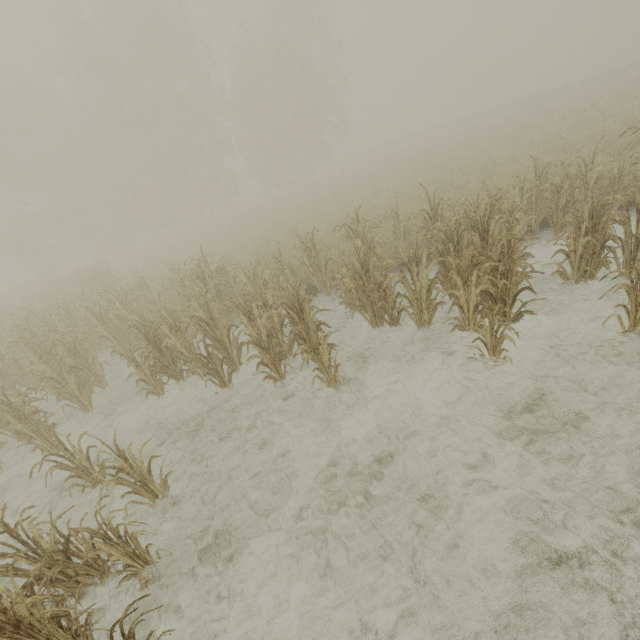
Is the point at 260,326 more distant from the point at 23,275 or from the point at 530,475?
the point at 23,275
